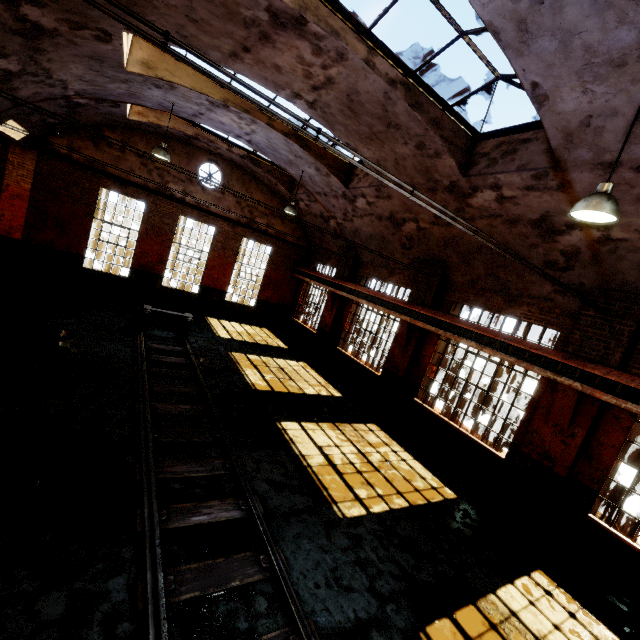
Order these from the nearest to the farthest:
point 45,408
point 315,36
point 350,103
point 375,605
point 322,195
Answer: point 375,605, point 315,36, point 45,408, point 350,103, point 322,195

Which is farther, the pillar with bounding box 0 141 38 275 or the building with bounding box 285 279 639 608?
the pillar with bounding box 0 141 38 275

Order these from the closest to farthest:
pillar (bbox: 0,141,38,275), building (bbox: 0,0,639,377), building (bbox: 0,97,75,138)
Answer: building (bbox: 0,0,639,377), building (bbox: 0,97,75,138), pillar (bbox: 0,141,38,275)

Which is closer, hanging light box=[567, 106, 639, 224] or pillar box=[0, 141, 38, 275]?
hanging light box=[567, 106, 639, 224]

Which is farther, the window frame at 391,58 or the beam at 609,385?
the beam at 609,385

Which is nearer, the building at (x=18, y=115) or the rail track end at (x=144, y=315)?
the building at (x=18, y=115)

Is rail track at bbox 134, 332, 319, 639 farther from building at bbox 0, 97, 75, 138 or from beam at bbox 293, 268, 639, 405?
beam at bbox 293, 268, 639, 405

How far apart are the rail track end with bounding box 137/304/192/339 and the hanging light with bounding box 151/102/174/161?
4.9m
